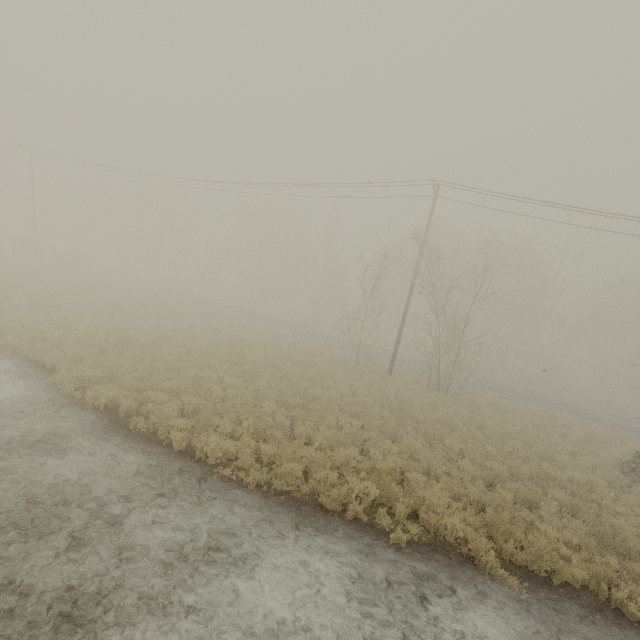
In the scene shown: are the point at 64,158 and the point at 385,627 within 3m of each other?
no
